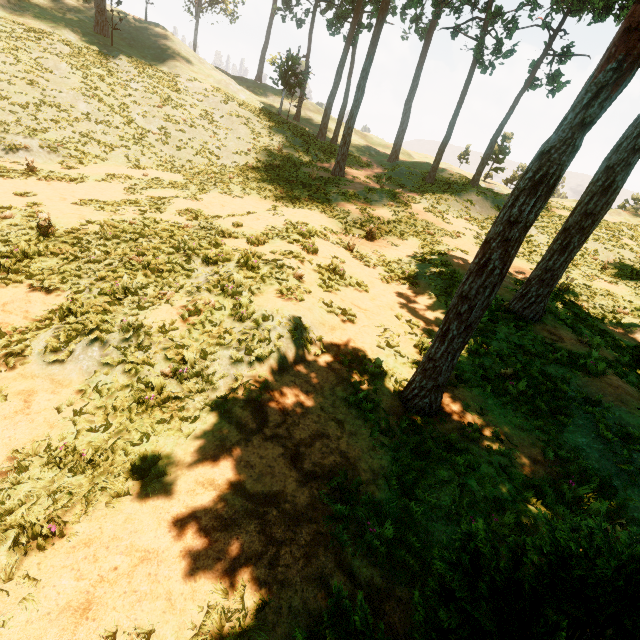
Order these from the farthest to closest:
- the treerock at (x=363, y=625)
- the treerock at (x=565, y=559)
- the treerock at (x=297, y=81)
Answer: the treerock at (x=297, y=81) → the treerock at (x=363, y=625) → the treerock at (x=565, y=559)

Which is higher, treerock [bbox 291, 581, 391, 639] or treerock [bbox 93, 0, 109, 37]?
treerock [bbox 93, 0, 109, 37]

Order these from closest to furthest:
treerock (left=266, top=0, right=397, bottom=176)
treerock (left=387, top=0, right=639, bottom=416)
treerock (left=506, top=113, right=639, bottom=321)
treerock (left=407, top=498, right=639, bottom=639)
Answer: treerock (left=407, top=498, right=639, bottom=639) < treerock (left=387, top=0, right=639, bottom=416) < treerock (left=506, top=113, right=639, bottom=321) < treerock (left=266, top=0, right=397, bottom=176)

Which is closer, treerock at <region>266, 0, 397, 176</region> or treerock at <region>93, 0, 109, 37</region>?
treerock at <region>266, 0, 397, 176</region>

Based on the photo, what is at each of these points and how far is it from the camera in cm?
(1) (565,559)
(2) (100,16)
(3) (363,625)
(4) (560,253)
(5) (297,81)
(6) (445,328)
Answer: (1) treerock, 171
(2) treerock, 2939
(3) treerock, 278
(4) treerock, 988
(5) treerock, 3055
(6) treerock, 616

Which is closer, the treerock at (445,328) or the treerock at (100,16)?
the treerock at (445,328)
